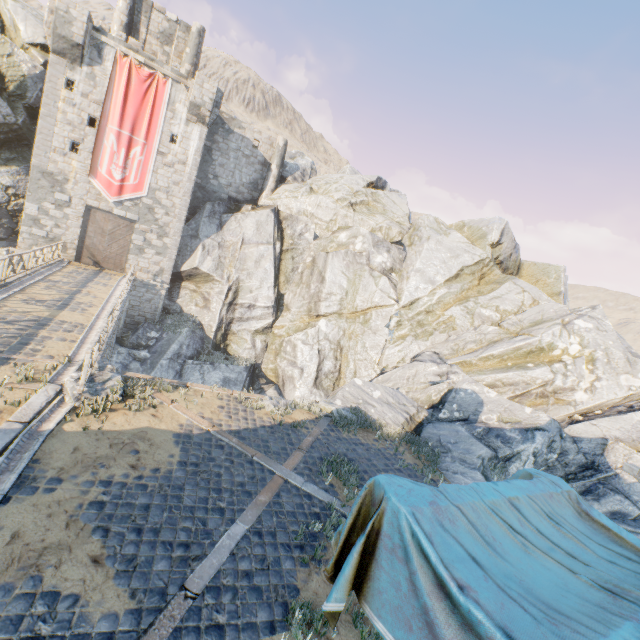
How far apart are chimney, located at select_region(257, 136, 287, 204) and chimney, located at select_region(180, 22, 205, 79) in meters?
7.3 m

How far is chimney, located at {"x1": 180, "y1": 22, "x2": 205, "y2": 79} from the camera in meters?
25.1

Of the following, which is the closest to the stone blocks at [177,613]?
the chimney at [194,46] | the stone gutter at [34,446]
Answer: the stone gutter at [34,446]

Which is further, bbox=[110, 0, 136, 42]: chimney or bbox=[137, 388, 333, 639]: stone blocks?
bbox=[110, 0, 136, 42]: chimney

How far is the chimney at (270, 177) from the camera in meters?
28.1

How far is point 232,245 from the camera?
26.5 meters

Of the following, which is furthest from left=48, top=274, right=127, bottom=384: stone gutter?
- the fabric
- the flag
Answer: the fabric

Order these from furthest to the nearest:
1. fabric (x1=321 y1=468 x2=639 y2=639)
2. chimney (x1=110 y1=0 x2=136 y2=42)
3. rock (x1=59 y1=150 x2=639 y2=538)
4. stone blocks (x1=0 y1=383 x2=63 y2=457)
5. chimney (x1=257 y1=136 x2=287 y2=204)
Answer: chimney (x1=257 y1=136 x2=287 y2=204) < chimney (x1=110 y1=0 x2=136 y2=42) < rock (x1=59 y1=150 x2=639 y2=538) < stone blocks (x1=0 y1=383 x2=63 y2=457) < fabric (x1=321 y1=468 x2=639 y2=639)
